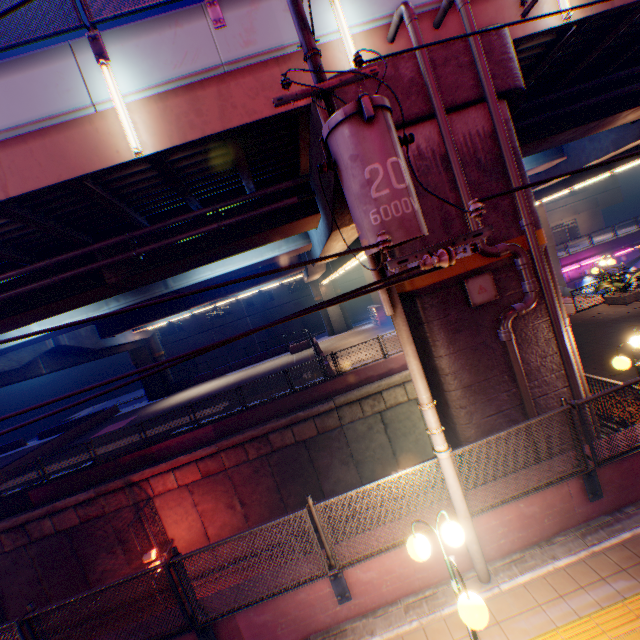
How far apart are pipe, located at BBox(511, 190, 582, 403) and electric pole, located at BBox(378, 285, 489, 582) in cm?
221

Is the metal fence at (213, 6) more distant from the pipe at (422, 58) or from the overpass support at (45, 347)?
the pipe at (422, 58)

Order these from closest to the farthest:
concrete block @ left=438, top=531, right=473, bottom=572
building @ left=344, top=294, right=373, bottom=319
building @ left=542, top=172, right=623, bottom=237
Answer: concrete block @ left=438, top=531, right=473, bottom=572, building @ left=344, top=294, right=373, bottom=319, building @ left=542, top=172, right=623, bottom=237

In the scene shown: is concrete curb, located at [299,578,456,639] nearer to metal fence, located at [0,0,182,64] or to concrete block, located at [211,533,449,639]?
concrete block, located at [211,533,449,639]

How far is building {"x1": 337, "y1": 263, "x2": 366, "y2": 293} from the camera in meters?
48.6

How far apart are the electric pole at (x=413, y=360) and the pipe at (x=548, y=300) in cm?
221

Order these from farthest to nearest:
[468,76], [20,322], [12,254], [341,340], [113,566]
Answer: [341,340]
[113,566]
[20,322]
[12,254]
[468,76]

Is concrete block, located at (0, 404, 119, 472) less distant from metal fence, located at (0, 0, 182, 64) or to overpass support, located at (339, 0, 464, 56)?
overpass support, located at (339, 0, 464, 56)
